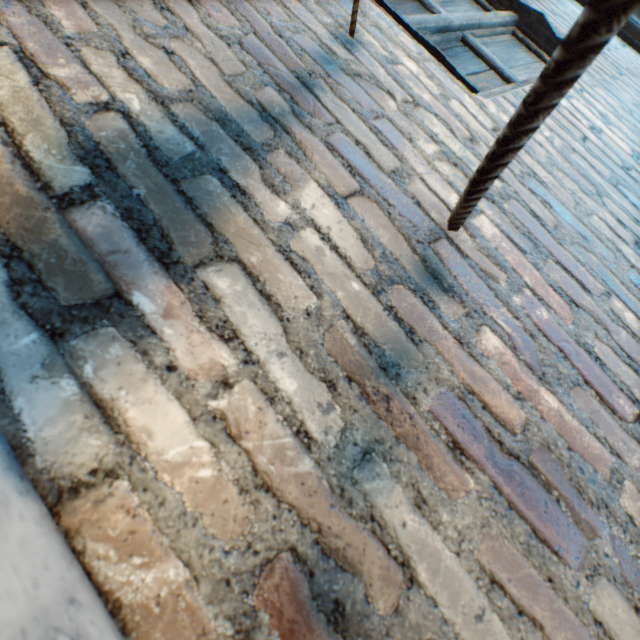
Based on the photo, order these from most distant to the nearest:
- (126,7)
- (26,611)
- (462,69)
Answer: (462,69) → (126,7) → (26,611)
